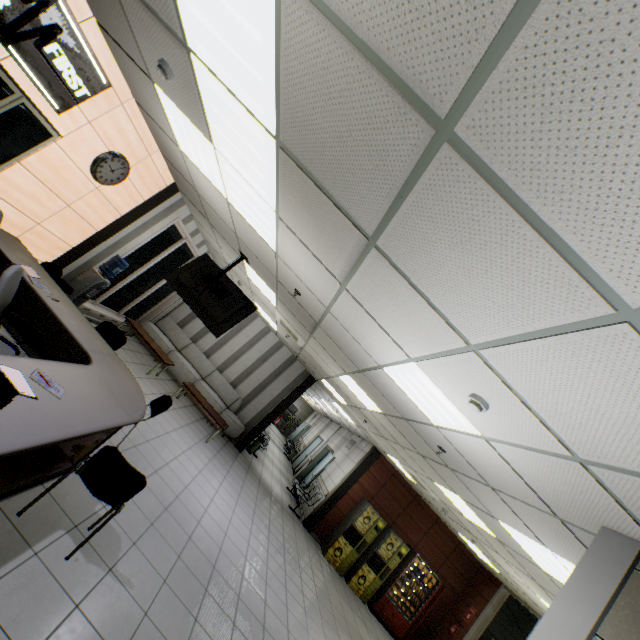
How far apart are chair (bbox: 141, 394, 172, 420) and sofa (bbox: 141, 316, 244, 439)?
4.69m

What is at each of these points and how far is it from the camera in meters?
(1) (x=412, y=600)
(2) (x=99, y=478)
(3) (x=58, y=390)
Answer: (1) vending machine, 9.2 m
(2) chair, 2.7 m
(3) paper stack, 2.7 m

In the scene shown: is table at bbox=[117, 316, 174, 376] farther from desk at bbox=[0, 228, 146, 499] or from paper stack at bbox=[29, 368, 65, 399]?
paper stack at bbox=[29, 368, 65, 399]

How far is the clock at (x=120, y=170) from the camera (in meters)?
4.75

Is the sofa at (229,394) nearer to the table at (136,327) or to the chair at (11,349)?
the table at (136,327)

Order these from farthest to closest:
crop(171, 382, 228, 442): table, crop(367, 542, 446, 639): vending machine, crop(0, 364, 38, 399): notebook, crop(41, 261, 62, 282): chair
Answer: crop(367, 542, 446, 639): vending machine, crop(171, 382, 228, 442): table, crop(41, 261, 62, 282): chair, crop(0, 364, 38, 399): notebook

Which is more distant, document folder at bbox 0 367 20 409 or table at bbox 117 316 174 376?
→ table at bbox 117 316 174 376

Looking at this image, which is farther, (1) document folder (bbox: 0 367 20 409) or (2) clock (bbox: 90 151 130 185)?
(2) clock (bbox: 90 151 130 185)
